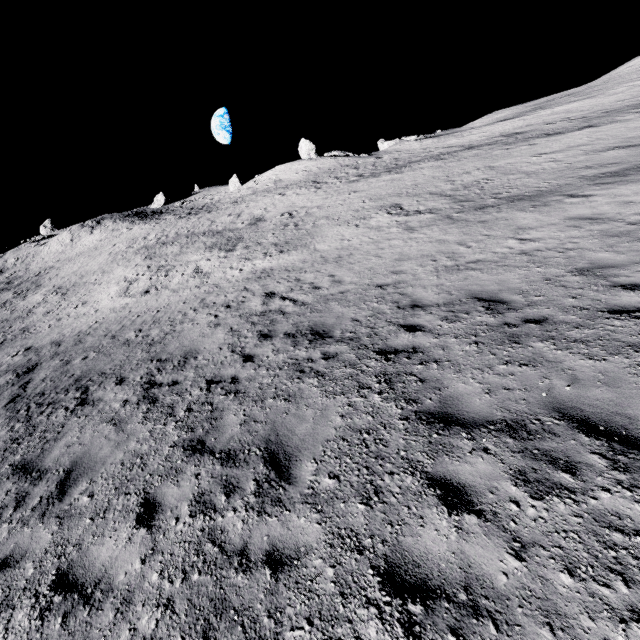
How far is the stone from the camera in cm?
5019

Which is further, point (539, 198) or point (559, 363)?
point (539, 198)

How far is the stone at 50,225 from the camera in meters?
50.2
